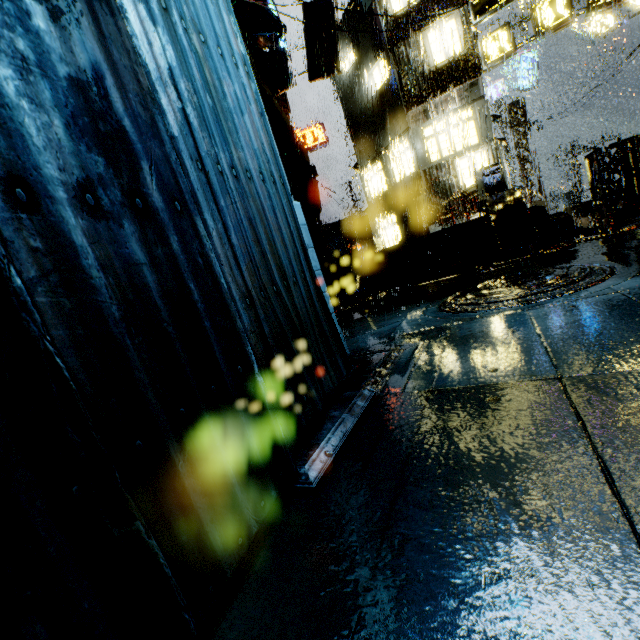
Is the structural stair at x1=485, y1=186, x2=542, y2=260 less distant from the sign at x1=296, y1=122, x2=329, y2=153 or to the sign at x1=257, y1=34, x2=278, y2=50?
the sign at x1=257, y1=34, x2=278, y2=50

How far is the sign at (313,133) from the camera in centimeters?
2606cm

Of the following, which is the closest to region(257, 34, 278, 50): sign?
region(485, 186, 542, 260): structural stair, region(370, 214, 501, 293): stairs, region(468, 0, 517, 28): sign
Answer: region(468, 0, 517, 28): sign

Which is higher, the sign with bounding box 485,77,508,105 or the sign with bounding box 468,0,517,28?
the sign with bounding box 468,0,517,28

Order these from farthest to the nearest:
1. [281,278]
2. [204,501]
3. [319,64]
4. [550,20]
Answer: [319,64], [550,20], [281,278], [204,501]

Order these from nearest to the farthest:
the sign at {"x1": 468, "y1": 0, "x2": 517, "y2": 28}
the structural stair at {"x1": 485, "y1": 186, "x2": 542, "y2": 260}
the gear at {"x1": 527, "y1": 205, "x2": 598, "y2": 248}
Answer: the structural stair at {"x1": 485, "y1": 186, "x2": 542, "y2": 260}
the gear at {"x1": 527, "y1": 205, "x2": 598, "y2": 248}
the sign at {"x1": 468, "y1": 0, "x2": 517, "y2": 28}

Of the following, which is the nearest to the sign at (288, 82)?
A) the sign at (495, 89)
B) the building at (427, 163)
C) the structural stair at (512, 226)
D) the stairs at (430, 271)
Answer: the building at (427, 163)

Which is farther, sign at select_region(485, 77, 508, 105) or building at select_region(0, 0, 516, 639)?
sign at select_region(485, 77, 508, 105)
